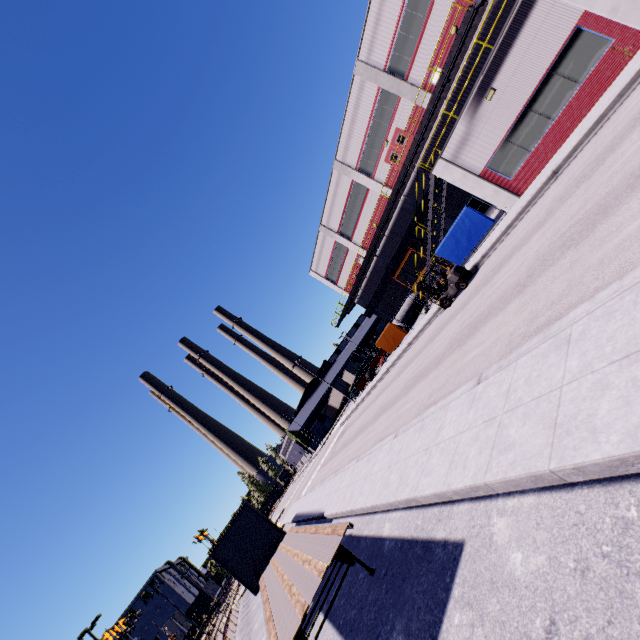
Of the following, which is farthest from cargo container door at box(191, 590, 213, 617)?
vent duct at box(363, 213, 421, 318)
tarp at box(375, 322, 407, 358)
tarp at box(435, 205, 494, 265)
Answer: tarp at box(435, 205, 494, 265)

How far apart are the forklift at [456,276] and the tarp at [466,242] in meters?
3.3 m

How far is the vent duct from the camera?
30.34m

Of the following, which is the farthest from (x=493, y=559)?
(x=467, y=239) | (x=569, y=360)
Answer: (x=467, y=239)

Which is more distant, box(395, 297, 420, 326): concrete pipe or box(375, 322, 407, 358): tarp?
box(395, 297, 420, 326): concrete pipe

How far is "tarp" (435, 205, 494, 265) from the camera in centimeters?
1950cm

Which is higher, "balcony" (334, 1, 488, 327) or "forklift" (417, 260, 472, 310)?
"balcony" (334, 1, 488, 327)

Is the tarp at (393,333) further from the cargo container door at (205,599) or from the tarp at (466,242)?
the cargo container door at (205,599)
